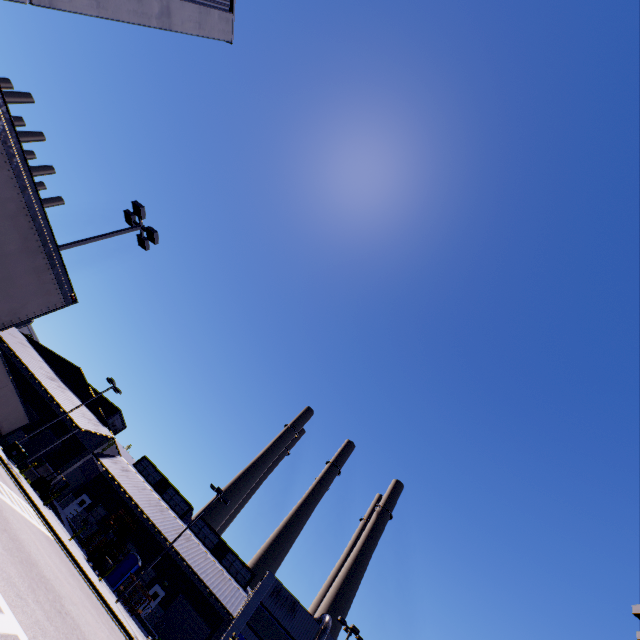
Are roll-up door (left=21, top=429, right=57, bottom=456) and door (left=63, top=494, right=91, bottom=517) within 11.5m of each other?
yes

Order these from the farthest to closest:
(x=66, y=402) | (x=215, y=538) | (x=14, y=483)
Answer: (x=215, y=538), (x=66, y=402), (x=14, y=483)

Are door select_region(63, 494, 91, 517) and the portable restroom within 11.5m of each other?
yes

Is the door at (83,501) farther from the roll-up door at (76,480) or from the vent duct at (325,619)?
the vent duct at (325,619)

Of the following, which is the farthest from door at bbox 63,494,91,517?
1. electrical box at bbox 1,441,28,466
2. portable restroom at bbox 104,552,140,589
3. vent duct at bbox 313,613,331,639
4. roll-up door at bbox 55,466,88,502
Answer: vent duct at bbox 313,613,331,639

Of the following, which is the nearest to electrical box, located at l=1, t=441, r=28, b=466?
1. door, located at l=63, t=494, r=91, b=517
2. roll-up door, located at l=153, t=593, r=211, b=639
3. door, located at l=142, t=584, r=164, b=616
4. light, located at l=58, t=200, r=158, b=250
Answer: door, located at l=63, t=494, r=91, b=517

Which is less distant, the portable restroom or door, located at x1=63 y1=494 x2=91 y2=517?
the portable restroom

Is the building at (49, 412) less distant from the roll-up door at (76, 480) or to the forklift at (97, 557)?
the roll-up door at (76, 480)
